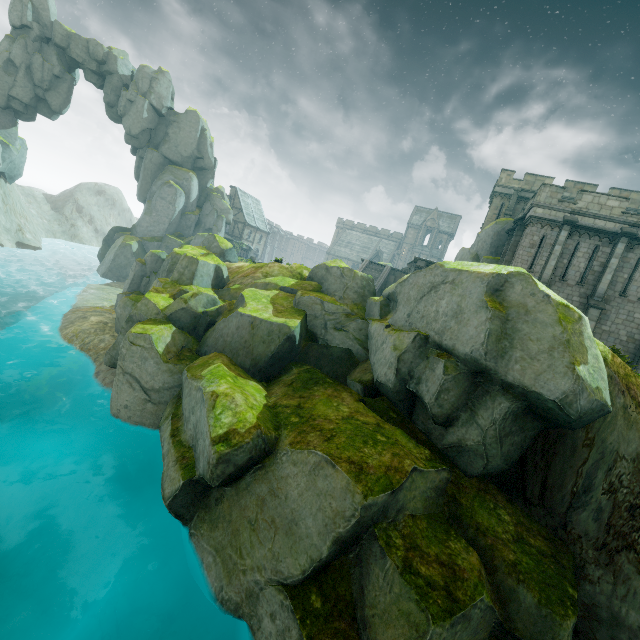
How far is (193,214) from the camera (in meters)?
47.44

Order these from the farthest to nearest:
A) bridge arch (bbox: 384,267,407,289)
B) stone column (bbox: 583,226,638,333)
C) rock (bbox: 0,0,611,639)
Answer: bridge arch (bbox: 384,267,407,289) < stone column (bbox: 583,226,638,333) < rock (bbox: 0,0,611,639)

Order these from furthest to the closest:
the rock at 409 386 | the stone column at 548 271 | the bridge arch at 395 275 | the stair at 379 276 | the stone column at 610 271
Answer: the bridge arch at 395 275 → the stair at 379 276 → the stone column at 548 271 → the stone column at 610 271 → the rock at 409 386

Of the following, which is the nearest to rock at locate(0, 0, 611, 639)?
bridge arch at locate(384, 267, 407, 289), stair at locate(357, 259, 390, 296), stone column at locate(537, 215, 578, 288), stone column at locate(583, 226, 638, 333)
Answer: stone column at locate(537, 215, 578, 288)

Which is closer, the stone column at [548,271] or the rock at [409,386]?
the rock at [409,386]

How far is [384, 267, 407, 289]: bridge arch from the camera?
35.50m

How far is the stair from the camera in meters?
34.1 m

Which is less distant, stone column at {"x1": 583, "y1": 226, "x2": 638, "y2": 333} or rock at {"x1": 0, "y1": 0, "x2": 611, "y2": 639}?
rock at {"x1": 0, "y1": 0, "x2": 611, "y2": 639}
